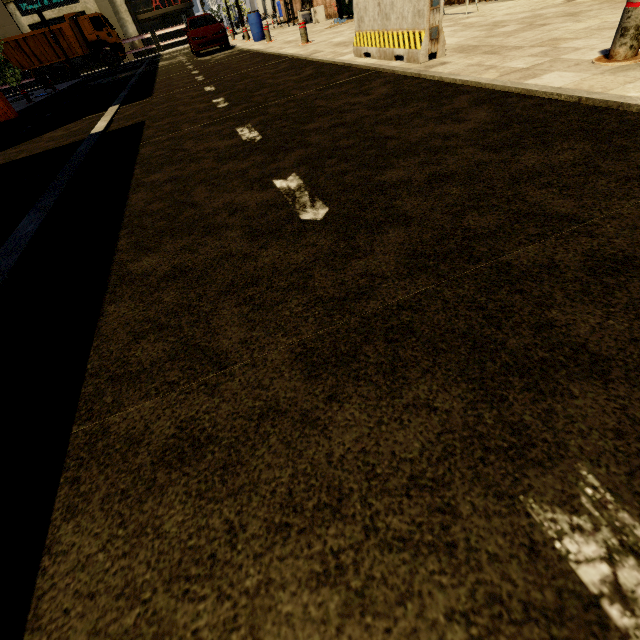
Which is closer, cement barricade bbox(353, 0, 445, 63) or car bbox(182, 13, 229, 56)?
cement barricade bbox(353, 0, 445, 63)

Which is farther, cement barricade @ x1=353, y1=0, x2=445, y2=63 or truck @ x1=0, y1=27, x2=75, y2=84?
truck @ x1=0, y1=27, x2=75, y2=84

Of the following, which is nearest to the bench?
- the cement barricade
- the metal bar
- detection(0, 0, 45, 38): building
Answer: the cement barricade

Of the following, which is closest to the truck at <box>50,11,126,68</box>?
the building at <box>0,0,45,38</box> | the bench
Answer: the building at <box>0,0,45,38</box>

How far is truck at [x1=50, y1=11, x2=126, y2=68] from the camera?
23.9m

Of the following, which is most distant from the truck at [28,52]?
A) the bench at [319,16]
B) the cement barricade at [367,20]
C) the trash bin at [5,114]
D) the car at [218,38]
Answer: the cement barricade at [367,20]

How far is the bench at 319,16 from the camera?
16.1m

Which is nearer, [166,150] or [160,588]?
[160,588]
